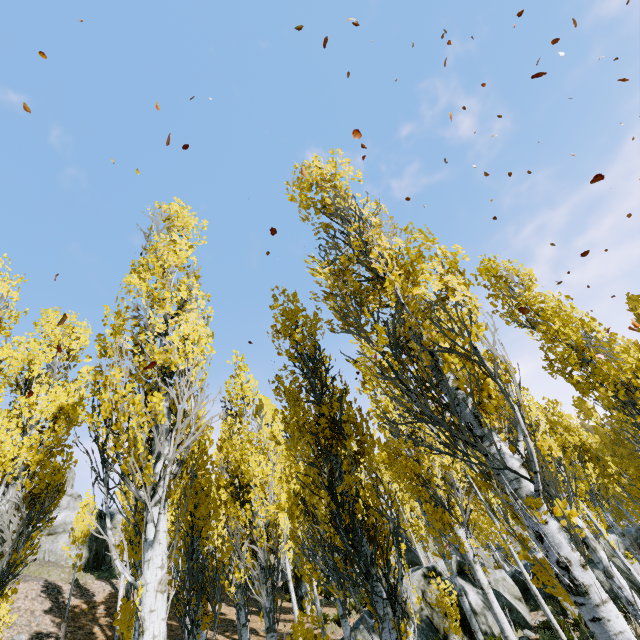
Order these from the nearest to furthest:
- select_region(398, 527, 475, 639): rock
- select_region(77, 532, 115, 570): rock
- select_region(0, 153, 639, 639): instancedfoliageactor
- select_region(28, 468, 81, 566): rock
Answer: select_region(0, 153, 639, 639): instancedfoliageactor, select_region(398, 527, 475, 639): rock, select_region(28, 468, 81, 566): rock, select_region(77, 532, 115, 570): rock

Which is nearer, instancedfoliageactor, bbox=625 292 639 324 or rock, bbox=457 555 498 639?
rock, bbox=457 555 498 639

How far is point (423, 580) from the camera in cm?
1359

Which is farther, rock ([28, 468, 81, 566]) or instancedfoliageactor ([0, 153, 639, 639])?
rock ([28, 468, 81, 566])

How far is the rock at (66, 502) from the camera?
22.6 meters

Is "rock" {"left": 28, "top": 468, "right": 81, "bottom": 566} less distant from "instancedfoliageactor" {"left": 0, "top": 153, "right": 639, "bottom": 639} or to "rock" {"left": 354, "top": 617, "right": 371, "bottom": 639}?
"instancedfoliageactor" {"left": 0, "top": 153, "right": 639, "bottom": 639}

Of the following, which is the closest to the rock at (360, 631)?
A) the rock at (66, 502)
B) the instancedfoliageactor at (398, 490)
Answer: the instancedfoliageactor at (398, 490)

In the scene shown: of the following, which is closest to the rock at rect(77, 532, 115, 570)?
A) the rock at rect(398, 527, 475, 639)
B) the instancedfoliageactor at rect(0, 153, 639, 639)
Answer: the instancedfoliageactor at rect(0, 153, 639, 639)
